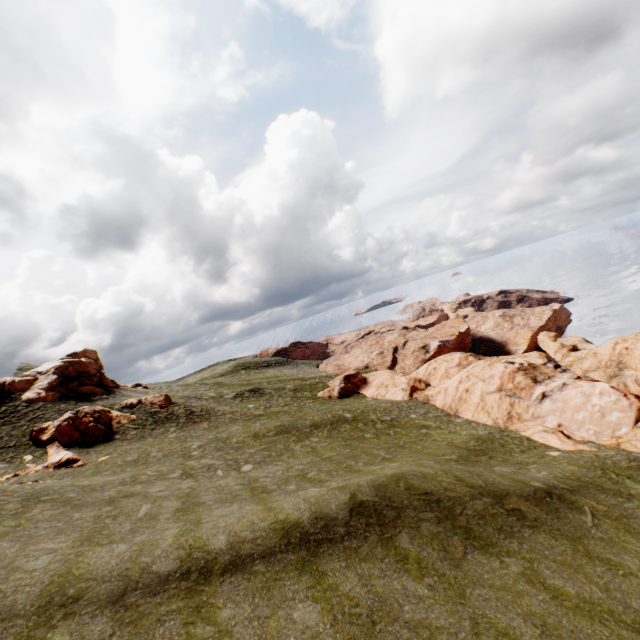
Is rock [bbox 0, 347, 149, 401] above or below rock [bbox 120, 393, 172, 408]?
above

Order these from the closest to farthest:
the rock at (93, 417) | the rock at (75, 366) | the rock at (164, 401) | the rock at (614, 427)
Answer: the rock at (614, 427) < the rock at (93, 417) < the rock at (75, 366) < the rock at (164, 401)

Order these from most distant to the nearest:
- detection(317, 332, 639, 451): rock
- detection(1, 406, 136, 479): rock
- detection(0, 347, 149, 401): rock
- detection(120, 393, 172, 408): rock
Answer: detection(120, 393, 172, 408): rock, detection(0, 347, 149, 401): rock, detection(1, 406, 136, 479): rock, detection(317, 332, 639, 451): rock

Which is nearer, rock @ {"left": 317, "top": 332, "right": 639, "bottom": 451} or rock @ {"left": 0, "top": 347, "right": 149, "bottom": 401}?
rock @ {"left": 317, "top": 332, "right": 639, "bottom": 451}

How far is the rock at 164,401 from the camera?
36.38m

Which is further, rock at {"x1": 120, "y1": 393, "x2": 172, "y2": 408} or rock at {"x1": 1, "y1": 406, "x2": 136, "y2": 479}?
rock at {"x1": 120, "y1": 393, "x2": 172, "y2": 408}

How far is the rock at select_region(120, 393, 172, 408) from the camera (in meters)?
36.38

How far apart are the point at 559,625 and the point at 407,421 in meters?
25.2
